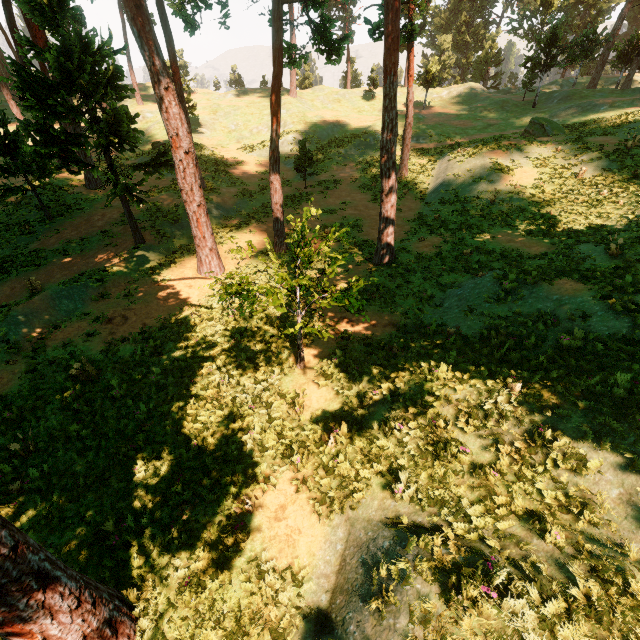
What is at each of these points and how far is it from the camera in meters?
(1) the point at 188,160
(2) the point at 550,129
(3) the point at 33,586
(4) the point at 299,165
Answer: (1) treerock, 13.2
(2) treerock, 26.2
(3) treerock, 4.2
(4) treerock, 25.3

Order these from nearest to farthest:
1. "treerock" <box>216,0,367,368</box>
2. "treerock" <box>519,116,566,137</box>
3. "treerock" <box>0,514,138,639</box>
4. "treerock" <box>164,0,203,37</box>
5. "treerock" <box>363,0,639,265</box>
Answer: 1. "treerock" <box>0,514,138,639</box>
2. "treerock" <box>216,0,367,368</box>
3. "treerock" <box>363,0,639,265</box>
4. "treerock" <box>164,0,203,37</box>
5. "treerock" <box>519,116,566,137</box>

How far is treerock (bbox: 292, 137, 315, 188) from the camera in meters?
24.1 m

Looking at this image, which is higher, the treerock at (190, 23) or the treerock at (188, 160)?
the treerock at (190, 23)

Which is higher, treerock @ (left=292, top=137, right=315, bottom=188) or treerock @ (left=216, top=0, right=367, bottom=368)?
treerock @ (left=292, top=137, right=315, bottom=188)

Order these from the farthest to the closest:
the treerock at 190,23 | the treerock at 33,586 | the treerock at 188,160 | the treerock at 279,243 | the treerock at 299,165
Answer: the treerock at 299,165 → the treerock at 190,23 → the treerock at 188,160 → the treerock at 279,243 → the treerock at 33,586
